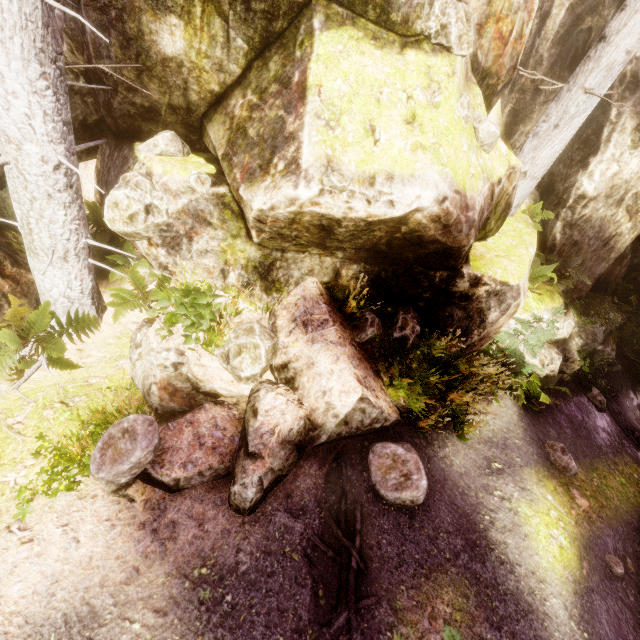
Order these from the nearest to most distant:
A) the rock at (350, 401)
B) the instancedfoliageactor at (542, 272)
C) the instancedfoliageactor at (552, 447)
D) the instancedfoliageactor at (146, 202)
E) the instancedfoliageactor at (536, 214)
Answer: the instancedfoliageactor at (146, 202) → the rock at (350, 401) → the instancedfoliageactor at (552, 447) → the instancedfoliageactor at (542, 272) → the instancedfoliageactor at (536, 214)

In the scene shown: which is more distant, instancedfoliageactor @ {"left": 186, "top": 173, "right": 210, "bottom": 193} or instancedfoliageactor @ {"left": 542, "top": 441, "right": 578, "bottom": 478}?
instancedfoliageactor @ {"left": 542, "top": 441, "right": 578, "bottom": 478}

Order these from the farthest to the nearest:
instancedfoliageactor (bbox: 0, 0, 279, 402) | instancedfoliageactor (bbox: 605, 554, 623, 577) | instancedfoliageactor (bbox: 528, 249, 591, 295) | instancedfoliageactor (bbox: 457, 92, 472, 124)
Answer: instancedfoliageactor (bbox: 528, 249, 591, 295)
instancedfoliageactor (bbox: 605, 554, 623, 577)
instancedfoliageactor (bbox: 457, 92, 472, 124)
instancedfoliageactor (bbox: 0, 0, 279, 402)

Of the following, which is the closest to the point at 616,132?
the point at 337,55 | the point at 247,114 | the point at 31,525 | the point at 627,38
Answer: the point at 627,38

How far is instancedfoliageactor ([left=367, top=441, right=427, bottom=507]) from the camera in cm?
486

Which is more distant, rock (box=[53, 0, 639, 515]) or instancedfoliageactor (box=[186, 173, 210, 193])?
instancedfoliageactor (box=[186, 173, 210, 193])

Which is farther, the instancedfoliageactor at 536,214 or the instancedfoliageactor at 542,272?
the instancedfoliageactor at 536,214
